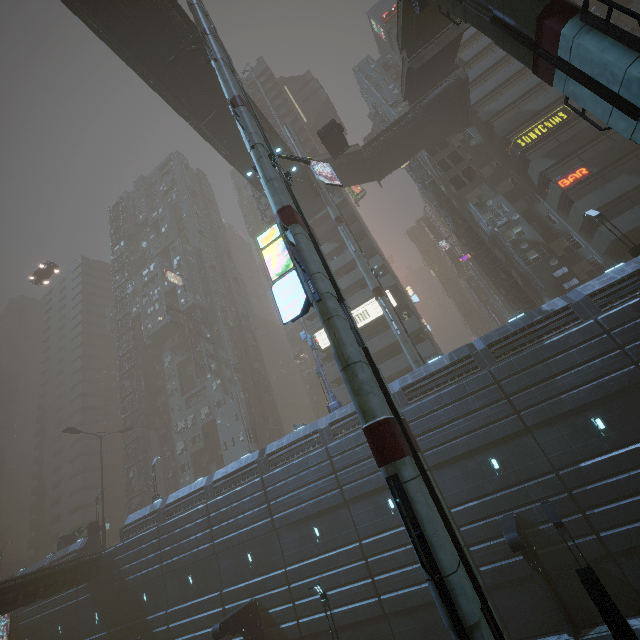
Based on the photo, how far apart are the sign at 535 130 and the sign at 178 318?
48.33m

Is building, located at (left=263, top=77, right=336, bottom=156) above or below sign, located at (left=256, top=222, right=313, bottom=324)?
above

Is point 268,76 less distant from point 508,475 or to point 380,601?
point 508,475

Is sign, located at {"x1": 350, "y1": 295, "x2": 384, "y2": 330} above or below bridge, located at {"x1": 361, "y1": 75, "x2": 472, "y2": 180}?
below

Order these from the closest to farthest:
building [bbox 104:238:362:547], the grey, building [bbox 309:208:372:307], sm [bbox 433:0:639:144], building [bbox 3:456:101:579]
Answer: sm [bbox 433:0:639:144] < building [bbox 104:238:362:547] < the grey < building [bbox 3:456:101:579] < building [bbox 309:208:372:307]

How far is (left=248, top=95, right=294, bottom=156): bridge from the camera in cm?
3105

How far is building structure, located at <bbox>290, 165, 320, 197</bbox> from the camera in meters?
35.2 m

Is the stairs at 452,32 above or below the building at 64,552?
above
